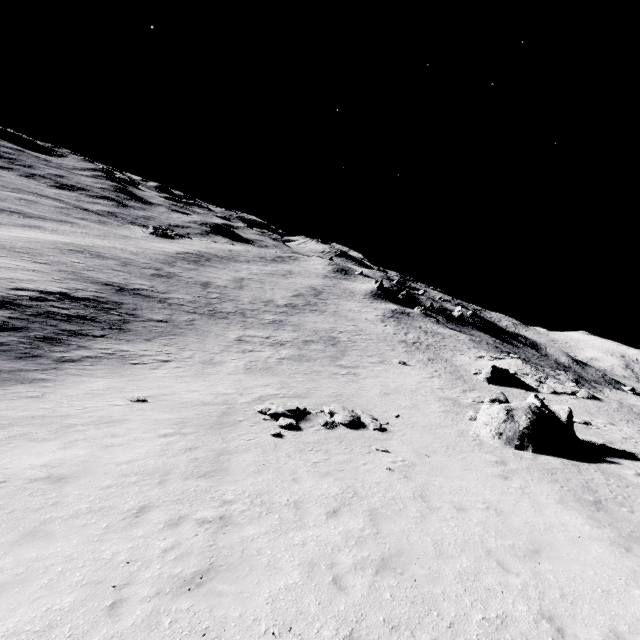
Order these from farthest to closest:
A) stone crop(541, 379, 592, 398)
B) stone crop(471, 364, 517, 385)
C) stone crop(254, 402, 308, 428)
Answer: stone crop(471, 364, 517, 385), stone crop(541, 379, 592, 398), stone crop(254, 402, 308, 428)

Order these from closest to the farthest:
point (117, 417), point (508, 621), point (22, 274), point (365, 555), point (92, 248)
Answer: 1. point (508, 621)
2. point (365, 555)
3. point (117, 417)
4. point (22, 274)
5. point (92, 248)

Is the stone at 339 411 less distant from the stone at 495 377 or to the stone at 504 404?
the stone at 504 404

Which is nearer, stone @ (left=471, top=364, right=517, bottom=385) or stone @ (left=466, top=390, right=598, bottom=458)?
stone @ (left=466, top=390, right=598, bottom=458)

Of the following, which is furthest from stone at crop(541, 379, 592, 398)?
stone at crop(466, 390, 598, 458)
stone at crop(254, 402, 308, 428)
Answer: stone at crop(254, 402, 308, 428)

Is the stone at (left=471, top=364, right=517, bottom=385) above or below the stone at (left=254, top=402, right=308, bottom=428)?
above

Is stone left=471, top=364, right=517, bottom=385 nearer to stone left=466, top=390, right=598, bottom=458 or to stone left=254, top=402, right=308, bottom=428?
stone left=466, top=390, right=598, bottom=458

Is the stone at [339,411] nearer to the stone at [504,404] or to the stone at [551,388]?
the stone at [504,404]
